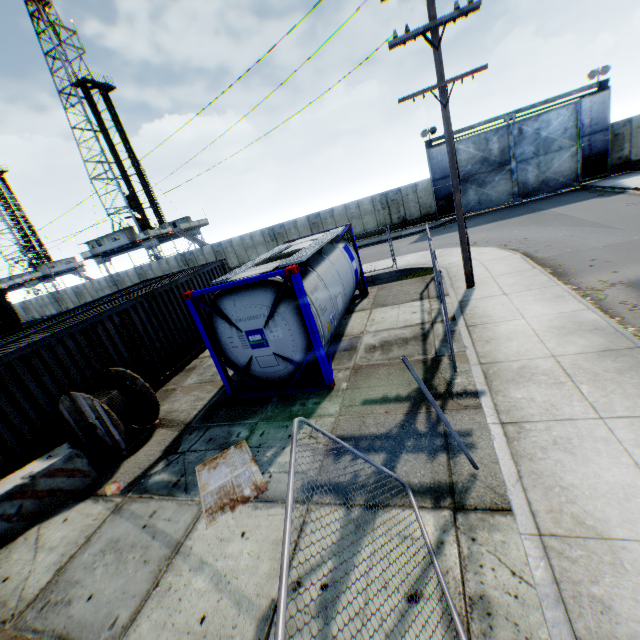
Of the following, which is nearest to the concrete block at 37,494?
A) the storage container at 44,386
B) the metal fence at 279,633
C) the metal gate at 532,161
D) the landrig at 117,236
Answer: the storage container at 44,386

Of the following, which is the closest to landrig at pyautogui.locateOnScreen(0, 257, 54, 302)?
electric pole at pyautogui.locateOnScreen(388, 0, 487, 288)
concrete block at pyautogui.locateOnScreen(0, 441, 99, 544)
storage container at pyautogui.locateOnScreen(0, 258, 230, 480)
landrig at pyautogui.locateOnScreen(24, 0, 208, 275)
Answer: landrig at pyautogui.locateOnScreen(24, 0, 208, 275)

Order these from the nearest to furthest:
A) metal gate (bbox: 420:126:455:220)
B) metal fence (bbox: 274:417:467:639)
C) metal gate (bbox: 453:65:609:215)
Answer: metal fence (bbox: 274:417:467:639) < metal gate (bbox: 453:65:609:215) < metal gate (bbox: 420:126:455:220)

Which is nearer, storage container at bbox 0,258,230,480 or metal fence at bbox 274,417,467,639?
metal fence at bbox 274,417,467,639

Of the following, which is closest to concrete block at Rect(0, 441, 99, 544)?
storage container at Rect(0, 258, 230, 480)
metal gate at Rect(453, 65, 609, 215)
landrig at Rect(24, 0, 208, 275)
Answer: storage container at Rect(0, 258, 230, 480)

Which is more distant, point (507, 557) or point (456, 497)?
point (456, 497)

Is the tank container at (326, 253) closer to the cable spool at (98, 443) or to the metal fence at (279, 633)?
the cable spool at (98, 443)

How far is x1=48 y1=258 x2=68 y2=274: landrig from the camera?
57.5m
